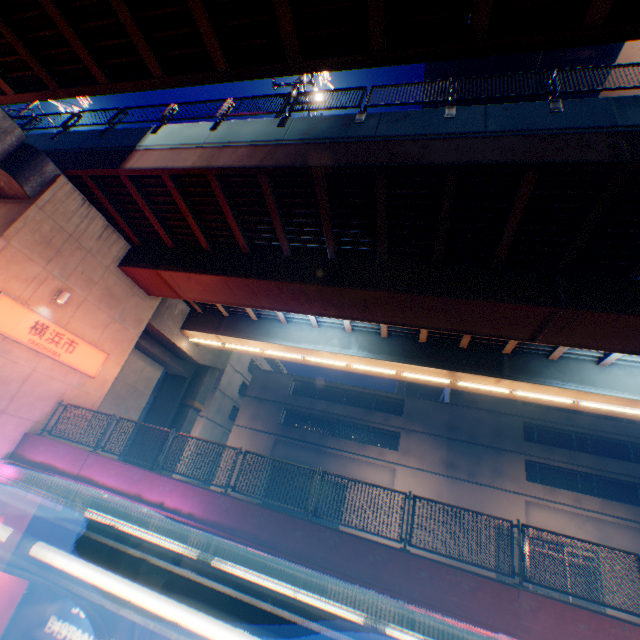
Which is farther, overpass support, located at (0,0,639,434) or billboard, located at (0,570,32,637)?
billboard, located at (0,570,32,637)

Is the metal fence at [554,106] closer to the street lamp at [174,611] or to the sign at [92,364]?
the sign at [92,364]

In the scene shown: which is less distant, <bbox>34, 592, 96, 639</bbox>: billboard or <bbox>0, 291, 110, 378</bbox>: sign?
<bbox>34, 592, 96, 639</bbox>: billboard

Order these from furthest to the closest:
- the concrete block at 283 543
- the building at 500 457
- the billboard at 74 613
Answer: the building at 500 457 < the billboard at 74 613 < the concrete block at 283 543

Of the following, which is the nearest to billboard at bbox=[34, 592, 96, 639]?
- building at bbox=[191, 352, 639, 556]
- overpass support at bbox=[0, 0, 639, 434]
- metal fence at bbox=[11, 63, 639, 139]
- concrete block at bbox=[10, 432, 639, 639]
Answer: concrete block at bbox=[10, 432, 639, 639]

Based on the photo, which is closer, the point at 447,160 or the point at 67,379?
the point at 447,160

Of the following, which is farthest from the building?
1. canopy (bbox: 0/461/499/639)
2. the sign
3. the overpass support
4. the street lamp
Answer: the street lamp

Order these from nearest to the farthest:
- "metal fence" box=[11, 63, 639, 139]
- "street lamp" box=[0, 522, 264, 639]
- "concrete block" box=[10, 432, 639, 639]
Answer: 1. "street lamp" box=[0, 522, 264, 639]
2. "concrete block" box=[10, 432, 639, 639]
3. "metal fence" box=[11, 63, 639, 139]
